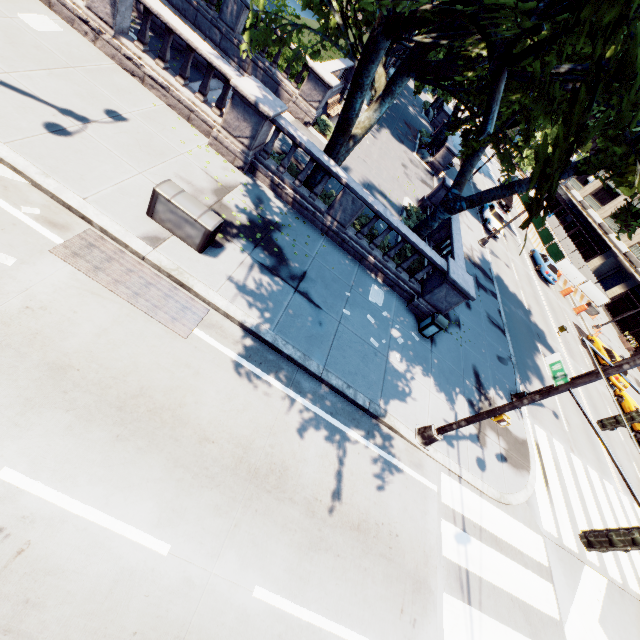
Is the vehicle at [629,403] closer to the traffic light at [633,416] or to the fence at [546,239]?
the fence at [546,239]

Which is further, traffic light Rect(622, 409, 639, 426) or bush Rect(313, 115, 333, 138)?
bush Rect(313, 115, 333, 138)

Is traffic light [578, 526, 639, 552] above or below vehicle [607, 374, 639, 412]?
above

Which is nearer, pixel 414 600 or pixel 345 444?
pixel 414 600

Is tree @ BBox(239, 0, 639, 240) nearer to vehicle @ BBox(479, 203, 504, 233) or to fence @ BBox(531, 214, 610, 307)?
vehicle @ BBox(479, 203, 504, 233)

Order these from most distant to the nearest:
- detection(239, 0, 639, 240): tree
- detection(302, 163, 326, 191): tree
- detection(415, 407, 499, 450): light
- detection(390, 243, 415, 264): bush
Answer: detection(390, 243, 415, 264): bush
detection(302, 163, 326, 191): tree
detection(415, 407, 499, 450): light
detection(239, 0, 639, 240): tree

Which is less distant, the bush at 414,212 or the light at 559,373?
the light at 559,373

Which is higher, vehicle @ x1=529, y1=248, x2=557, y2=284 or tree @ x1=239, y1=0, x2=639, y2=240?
tree @ x1=239, y1=0, x2=639, y2=240
